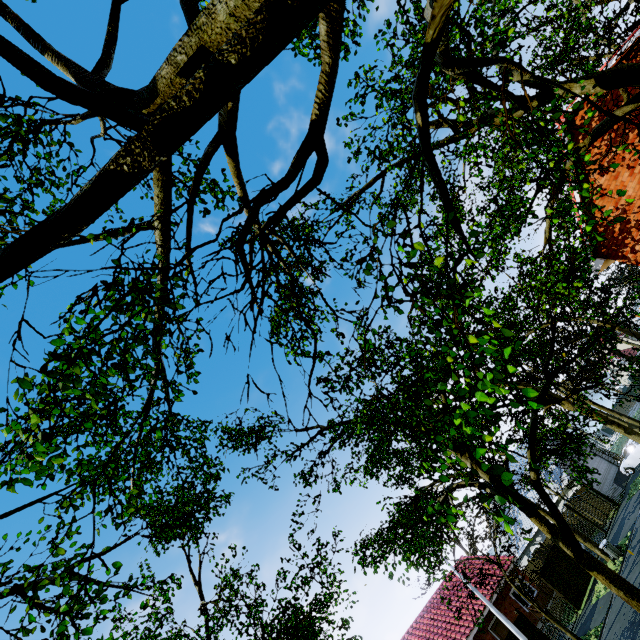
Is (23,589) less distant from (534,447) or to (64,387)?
(64,387)

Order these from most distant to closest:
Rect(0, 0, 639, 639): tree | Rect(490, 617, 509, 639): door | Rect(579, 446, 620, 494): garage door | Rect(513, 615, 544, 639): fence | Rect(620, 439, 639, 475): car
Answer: Rect(579, 446, 620, 494): garage door < Rect(620, 439, 639, 475): car < Rect(490, 617, 509, 639): door < Rect(513, 615, 544, 639): fence < Rect(0, 0, 639, 639): tree

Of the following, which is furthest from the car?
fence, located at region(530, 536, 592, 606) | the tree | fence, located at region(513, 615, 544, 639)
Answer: fence, located at region(513, 615, 544, 639)

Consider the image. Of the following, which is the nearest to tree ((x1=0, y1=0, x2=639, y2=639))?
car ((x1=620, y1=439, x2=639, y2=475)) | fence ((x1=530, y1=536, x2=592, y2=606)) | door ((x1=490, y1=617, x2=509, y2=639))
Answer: fence ((x1=530, y1=536, x2=592, y2=606))

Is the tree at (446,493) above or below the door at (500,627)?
above

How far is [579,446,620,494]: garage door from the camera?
29.62m

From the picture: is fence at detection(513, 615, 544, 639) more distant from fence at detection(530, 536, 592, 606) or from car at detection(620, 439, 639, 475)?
car at detection(620, 439, 639, 475)

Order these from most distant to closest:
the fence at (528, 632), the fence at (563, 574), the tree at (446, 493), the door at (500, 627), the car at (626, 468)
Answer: the car at (626, 468) < the door at (500, 627) < the fence at (563, 574) < the fence at (528, 632) < the tree at (446, 493)
